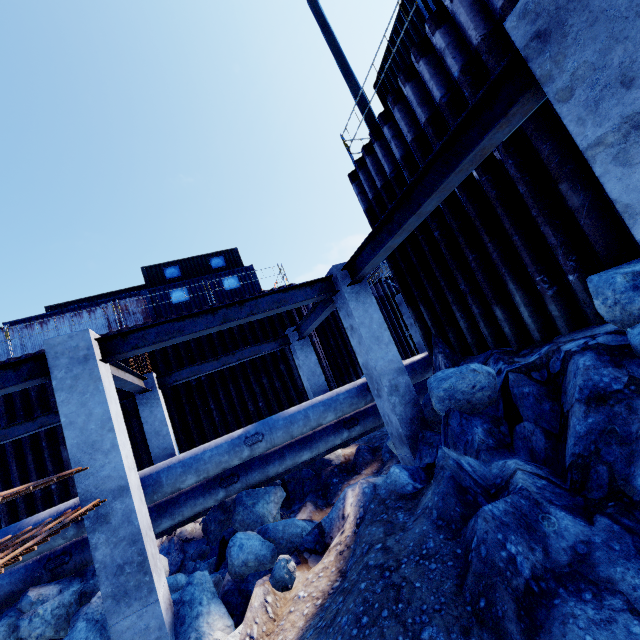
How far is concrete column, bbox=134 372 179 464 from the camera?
9.1 meters

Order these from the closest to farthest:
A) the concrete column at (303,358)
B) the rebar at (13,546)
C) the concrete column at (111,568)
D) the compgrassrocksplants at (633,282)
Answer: the rebar at (13,546) < the compgrassrocksplants at (633,282) < the concrete column at (111,568) < the concrete column at (303,358)

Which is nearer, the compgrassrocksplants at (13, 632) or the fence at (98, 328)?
the compgrassrocksplants at (13, 632)

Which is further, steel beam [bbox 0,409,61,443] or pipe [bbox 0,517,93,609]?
steel beam [bbox 0,409,61,443]

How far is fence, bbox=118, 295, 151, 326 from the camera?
16.4 meters

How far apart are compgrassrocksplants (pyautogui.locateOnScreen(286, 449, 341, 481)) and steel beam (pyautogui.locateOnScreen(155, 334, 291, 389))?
2.9 meters

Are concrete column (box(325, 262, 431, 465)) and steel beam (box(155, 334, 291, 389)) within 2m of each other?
no

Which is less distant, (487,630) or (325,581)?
(487,630)
